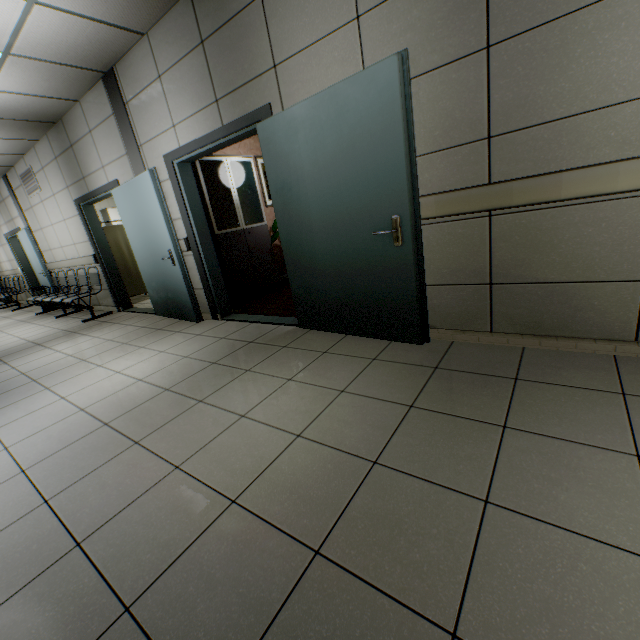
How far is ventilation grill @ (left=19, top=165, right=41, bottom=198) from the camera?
6.6m

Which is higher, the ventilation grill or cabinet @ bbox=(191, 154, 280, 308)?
the ventilation grill

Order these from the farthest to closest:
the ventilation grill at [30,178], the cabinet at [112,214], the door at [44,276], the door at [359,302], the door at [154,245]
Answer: the cabinet at [112,214] → the door at [44,276] → the ventilation grill at [30,178] → the door at [154,245] → the door at [359,302]

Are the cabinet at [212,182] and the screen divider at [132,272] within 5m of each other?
yes

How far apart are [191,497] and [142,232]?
4.2m

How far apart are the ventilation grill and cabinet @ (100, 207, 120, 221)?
1.7m

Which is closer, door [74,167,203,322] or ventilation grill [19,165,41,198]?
door [74,167,203,322]

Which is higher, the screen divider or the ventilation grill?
the ventilation grill
